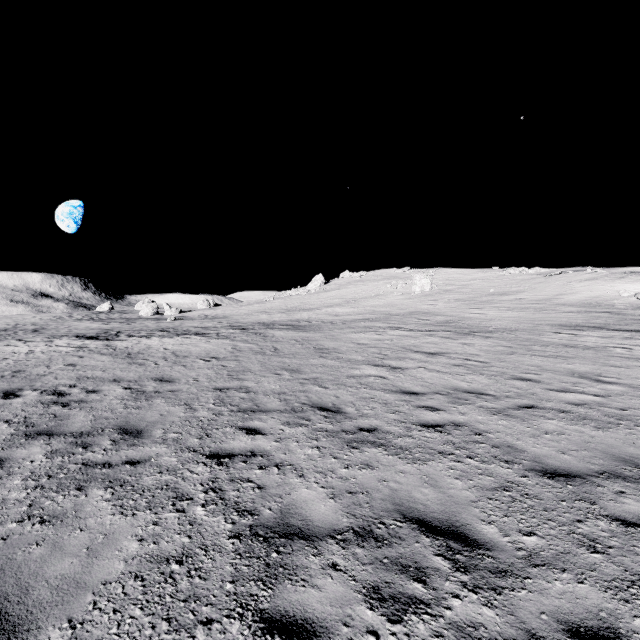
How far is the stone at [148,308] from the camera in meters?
53.2 m

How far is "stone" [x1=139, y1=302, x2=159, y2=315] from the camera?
53.2 meters

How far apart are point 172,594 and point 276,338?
16.55m
